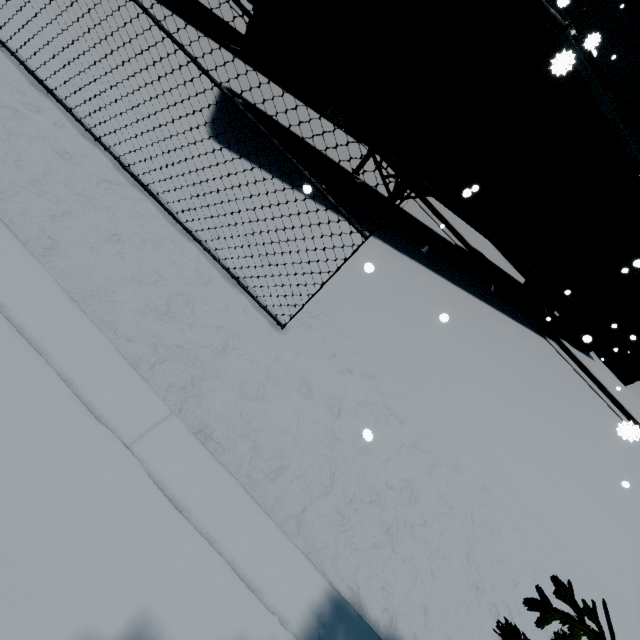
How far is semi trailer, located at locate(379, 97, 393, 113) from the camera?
5.0m

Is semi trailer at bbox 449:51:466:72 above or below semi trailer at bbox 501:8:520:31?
below

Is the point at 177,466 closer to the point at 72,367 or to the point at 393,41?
the point at 72,367

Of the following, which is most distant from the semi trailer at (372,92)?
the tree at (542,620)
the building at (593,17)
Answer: the tree at (542,620)

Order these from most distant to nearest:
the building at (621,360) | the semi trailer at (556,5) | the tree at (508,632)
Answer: the building at (621,360) < the semi trailer at (556,5) < the tree at (508,632)

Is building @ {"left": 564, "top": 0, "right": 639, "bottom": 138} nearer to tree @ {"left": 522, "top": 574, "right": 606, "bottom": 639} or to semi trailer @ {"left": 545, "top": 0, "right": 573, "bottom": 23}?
tree @ {"left": 522, "top": 574, "right": 606, "bottom": 639}

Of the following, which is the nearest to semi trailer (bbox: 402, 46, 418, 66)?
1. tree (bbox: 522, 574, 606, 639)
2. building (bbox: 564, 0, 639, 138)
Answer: building (bbox: 564, 0, 639, 138)
